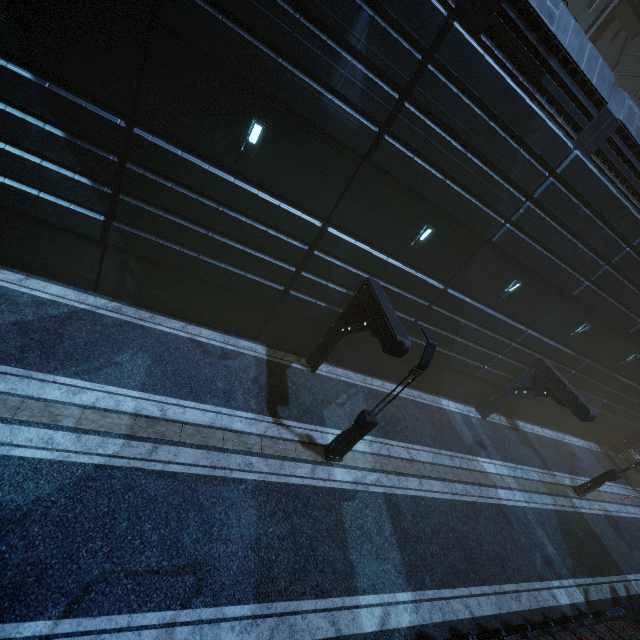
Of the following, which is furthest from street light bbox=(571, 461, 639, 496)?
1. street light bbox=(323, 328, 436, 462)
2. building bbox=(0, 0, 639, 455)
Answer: street light bbox=(323, 328, 436, 462)

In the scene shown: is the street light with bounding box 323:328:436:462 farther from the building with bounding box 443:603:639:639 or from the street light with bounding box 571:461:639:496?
the street light with bounding box 571:461:639:496

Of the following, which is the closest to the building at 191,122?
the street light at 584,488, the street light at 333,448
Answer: the street light at 333,448

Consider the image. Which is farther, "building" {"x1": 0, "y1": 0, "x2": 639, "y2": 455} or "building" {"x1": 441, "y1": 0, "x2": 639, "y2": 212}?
"building" {"x1": 441, "y1": 0, "x2": 639, "y2": 212}

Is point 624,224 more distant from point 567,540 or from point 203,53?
point 203,53

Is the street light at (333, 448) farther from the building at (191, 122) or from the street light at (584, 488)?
the street light at (584, 488)

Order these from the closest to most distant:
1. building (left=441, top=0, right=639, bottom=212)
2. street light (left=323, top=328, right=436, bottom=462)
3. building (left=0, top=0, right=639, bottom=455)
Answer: building (left=0, top=0, right=639, bottom=455) < building (left=441, top=0, right=639, bottom=212) < street light (left=323, top=328, right=436, bottom=462)
